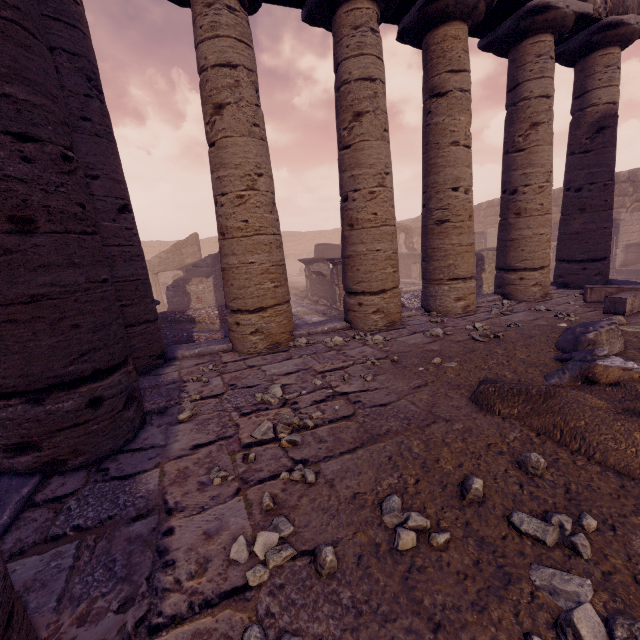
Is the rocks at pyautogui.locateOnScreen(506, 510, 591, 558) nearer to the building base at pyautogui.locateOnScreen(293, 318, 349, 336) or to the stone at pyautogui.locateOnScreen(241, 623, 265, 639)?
the stone at pyautogui.locateOnScreen(241, 623, 265, 639)

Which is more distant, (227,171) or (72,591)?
(227,171)

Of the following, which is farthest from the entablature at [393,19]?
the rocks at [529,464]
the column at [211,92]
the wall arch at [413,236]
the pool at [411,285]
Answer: the wall arch at [413,236]

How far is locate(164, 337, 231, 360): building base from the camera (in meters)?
5.14

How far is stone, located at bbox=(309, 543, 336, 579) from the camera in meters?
1.5 m

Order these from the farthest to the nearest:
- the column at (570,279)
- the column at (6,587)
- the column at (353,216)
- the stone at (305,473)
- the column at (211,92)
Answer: the column at (570,279), the column at (353,216), the column at (211,92), the stone at (305,473), the column at (6,587)

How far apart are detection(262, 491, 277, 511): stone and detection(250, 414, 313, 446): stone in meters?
0.5

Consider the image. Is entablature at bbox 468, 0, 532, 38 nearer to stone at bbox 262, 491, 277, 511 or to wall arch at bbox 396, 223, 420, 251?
stone at bbox 262, 491, 277, 511
